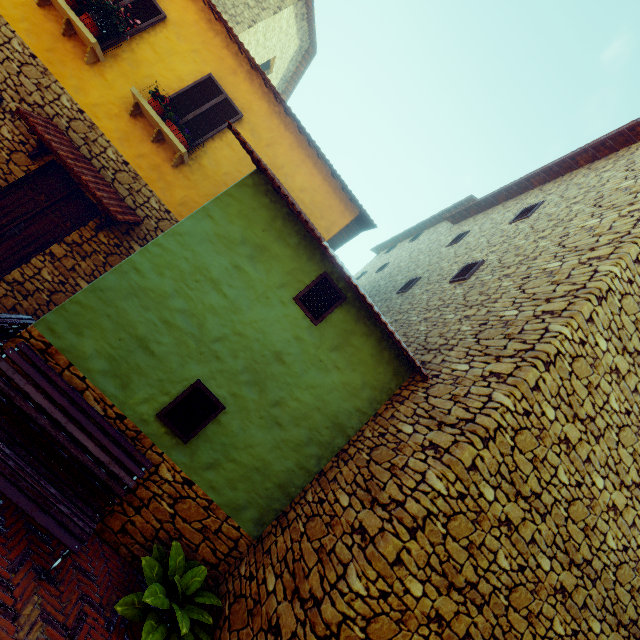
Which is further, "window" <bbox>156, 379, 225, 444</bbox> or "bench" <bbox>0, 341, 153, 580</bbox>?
"window" <bbox>156, 379, 225, 444</bbox>

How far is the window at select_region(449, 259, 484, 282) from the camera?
7.4m

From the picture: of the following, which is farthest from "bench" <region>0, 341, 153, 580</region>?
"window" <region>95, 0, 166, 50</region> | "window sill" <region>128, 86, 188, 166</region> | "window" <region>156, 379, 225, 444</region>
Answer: "window" <region>95, 0, 166, 50</region>

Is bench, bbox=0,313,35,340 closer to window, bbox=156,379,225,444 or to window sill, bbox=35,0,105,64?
window, bbox=156,379,225,444

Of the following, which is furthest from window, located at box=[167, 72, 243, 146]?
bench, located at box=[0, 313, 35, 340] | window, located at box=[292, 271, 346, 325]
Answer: bench, located at box=[0, 313, 35, 340]

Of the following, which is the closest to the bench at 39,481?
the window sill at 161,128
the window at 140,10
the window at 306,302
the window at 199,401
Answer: the window at 199,401

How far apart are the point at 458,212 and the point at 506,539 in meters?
11.1 m

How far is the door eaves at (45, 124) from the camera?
5.8m
